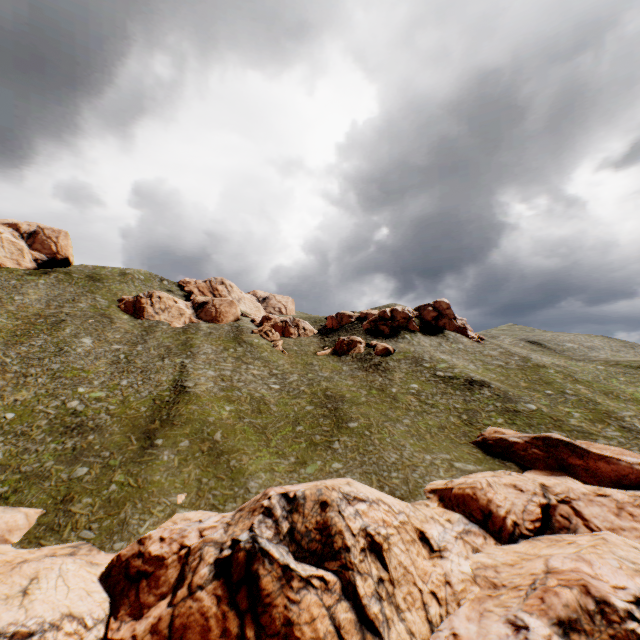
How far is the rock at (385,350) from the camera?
56.3 meters

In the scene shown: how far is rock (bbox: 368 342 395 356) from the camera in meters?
56.3

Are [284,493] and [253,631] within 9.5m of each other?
yes

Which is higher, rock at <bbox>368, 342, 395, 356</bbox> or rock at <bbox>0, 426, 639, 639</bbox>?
rock at <bbox>368, 342, 395, 356</bbox>

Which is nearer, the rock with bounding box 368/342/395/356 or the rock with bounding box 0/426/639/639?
the rock with bounding box 0/426/639/639

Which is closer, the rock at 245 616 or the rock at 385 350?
the rock at 245 616
